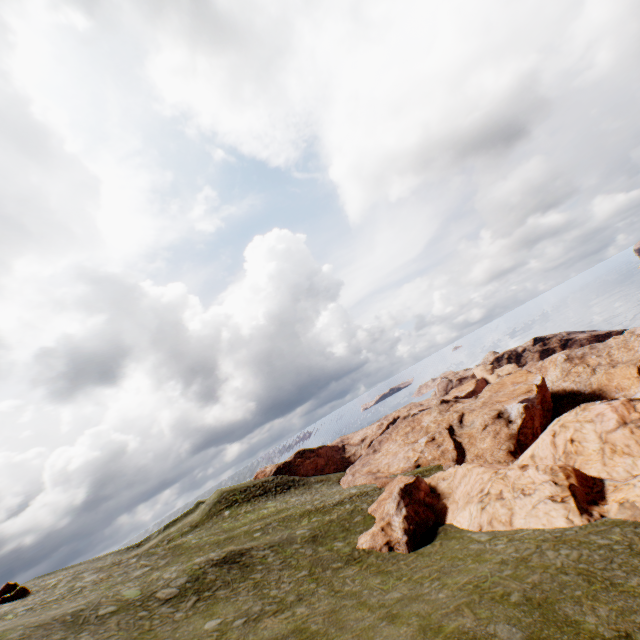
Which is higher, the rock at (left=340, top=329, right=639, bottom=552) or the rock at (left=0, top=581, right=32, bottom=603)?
the rock at (left=0, top=581, right=32, bottom=603)

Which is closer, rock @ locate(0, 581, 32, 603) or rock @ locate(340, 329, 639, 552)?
rock @ locate(340, 329, 639, 552)

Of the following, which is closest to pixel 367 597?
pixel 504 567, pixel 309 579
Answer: pixel 309 579

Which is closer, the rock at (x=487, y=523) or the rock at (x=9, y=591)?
the rock at (x=487, y=523)

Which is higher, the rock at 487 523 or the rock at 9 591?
the rock at 9 591
